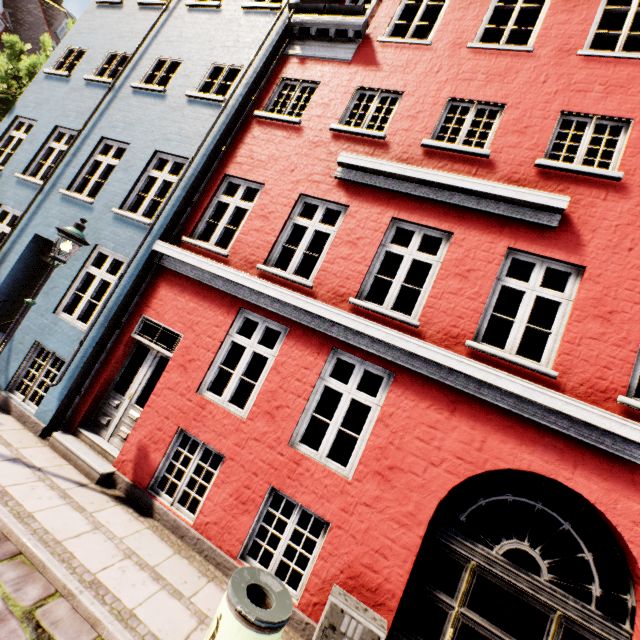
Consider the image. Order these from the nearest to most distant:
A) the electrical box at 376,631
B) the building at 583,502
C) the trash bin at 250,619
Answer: the trash bin at 250,619 → the electrical box at 376,631 → the building at 583,502

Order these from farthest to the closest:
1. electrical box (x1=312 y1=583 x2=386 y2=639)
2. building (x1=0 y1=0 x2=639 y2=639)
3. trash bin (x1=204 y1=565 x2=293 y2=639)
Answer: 1. building (x1=0 y1=0 x2=639 y2=639)
2. electrical box (x1=312 y1=583 x2=386 y2=639)
3. trash bin (x1=204 y1=565 x2=293 y2=639)

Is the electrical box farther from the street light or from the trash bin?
the street light

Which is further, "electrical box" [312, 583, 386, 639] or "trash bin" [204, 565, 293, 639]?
"electrical box" [312, 583, 386, 639]

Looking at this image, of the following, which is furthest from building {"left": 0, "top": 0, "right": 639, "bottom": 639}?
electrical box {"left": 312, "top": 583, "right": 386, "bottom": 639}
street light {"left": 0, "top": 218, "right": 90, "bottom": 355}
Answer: street light {"left": 0, "top": 218, "right": 90, "bottom": 355}

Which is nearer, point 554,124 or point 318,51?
point 554,124

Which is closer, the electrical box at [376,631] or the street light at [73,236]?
the electrical box at [376,631]

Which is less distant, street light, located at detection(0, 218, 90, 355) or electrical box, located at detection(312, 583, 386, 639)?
electrical box, located at detection(312, 583, 386, 639)
